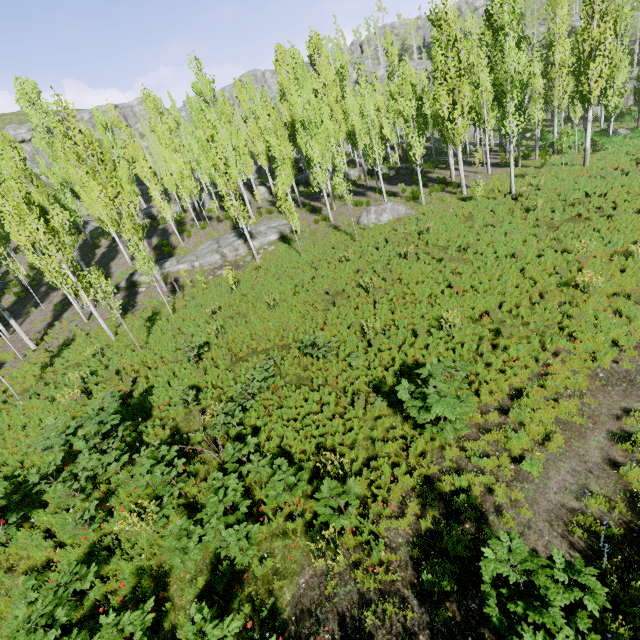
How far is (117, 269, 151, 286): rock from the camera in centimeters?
2431cm

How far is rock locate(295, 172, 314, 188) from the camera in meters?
34.9

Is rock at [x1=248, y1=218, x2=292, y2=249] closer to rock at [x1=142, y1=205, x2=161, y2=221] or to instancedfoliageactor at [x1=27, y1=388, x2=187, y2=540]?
instancedfoliageactor at [x1=27, y1=388, x2=187, y2=540]

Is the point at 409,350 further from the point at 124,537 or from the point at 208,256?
the point at 208,256

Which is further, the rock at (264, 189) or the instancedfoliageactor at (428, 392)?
the rock at (264, 189)

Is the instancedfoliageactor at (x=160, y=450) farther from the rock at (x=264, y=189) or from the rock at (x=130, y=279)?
the rock at (x=130, y=279)
